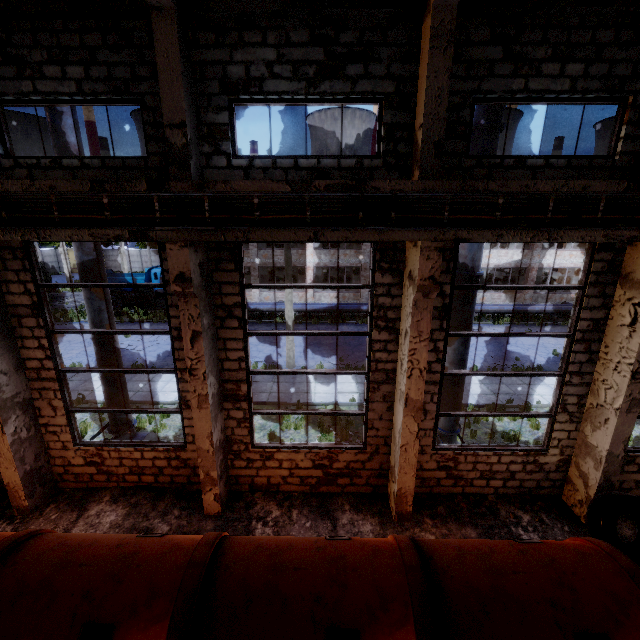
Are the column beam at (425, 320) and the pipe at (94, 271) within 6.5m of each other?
no

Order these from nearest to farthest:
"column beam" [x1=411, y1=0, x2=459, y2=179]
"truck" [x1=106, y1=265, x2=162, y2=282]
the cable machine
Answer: the cable machine → "column beam" [x1=411, y1=0, x2=459, y2=179] → "truck" [x1=106, y1=265, x2=162, y2=282]

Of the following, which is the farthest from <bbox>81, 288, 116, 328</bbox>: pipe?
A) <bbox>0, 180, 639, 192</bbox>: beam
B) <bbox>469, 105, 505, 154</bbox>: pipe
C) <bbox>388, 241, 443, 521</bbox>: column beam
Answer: <bbox>469, 105, 505, 154</bbox>: pipe

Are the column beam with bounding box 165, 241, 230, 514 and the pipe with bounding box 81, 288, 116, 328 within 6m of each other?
yes

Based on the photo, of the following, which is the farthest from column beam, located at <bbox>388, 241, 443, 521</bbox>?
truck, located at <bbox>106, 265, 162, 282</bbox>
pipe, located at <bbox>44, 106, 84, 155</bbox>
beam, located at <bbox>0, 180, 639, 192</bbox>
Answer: truck, located at <bbox>106, 265, 162, 282</bbox>

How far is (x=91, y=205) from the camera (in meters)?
5.54

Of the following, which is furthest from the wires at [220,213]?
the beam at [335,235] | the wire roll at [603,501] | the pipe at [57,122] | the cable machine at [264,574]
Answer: the wire roll at [603,501]

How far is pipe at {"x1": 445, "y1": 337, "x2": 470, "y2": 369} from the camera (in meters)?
8.22
